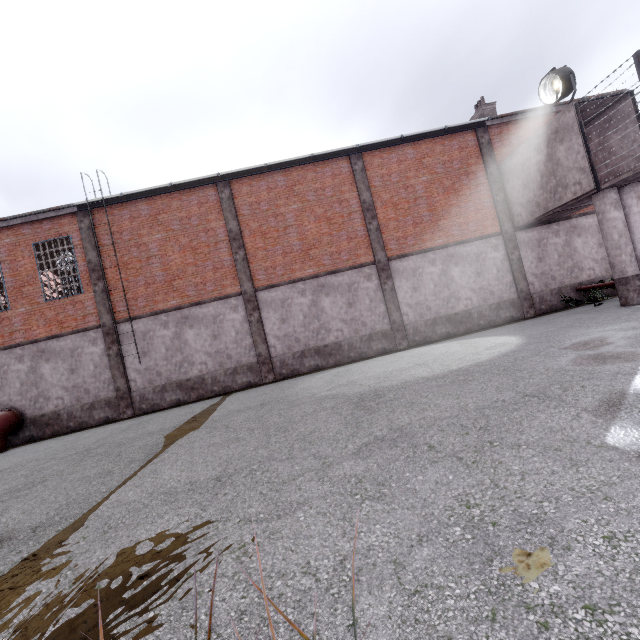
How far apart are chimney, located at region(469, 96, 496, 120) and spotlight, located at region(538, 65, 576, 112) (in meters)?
5.48

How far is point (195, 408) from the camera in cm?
1138

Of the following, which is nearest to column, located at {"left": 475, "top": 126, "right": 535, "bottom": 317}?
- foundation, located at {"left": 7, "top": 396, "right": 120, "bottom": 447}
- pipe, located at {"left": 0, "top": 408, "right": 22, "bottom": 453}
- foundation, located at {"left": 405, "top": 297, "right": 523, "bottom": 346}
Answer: foundation, located at {"left": 405, "top": 297, "right": 523, "bottom": 346}

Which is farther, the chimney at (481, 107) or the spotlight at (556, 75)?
the chimney at (481, 107)

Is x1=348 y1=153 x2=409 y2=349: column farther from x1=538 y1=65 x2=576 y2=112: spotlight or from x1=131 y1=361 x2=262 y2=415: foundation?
x1=538 y1=65 x2=576 y2=112: spotlight

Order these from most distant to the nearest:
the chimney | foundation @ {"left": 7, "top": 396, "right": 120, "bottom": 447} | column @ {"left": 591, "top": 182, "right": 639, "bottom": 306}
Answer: the chimney
foundation @ {"left": 7, "top": 396, "right": 120, "bottom": 447}
column @ {"left": 591, "top": 182, "right": 639, "bottom": 306}

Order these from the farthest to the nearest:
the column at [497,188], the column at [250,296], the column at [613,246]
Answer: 1. the column at [497,188]
2. the column at [250,296]
3. the column at [613,246]

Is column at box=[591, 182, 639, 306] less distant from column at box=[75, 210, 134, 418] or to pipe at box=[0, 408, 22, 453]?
Answer: column at box=[75, 210, 134, 418]
